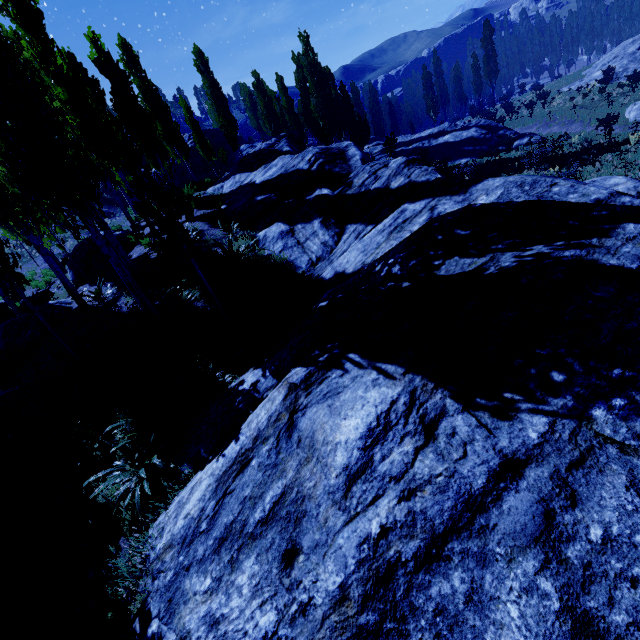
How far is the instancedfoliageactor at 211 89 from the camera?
28.1 meters

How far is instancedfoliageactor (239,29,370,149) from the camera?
27.1m

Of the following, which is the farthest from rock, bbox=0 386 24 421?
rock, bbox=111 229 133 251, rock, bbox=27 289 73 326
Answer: rock, bbox=111 229 133 251

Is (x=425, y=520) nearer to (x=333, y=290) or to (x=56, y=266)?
(x=333, y=290)

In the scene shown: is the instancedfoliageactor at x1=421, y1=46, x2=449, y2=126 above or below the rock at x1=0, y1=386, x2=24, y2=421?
above

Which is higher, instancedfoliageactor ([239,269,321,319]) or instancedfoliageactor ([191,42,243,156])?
instancedfoliageactor ([191,42,243,156])

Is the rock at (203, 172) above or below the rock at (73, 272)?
above

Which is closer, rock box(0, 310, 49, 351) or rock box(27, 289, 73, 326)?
rock box(0, 310, 49, 351)
